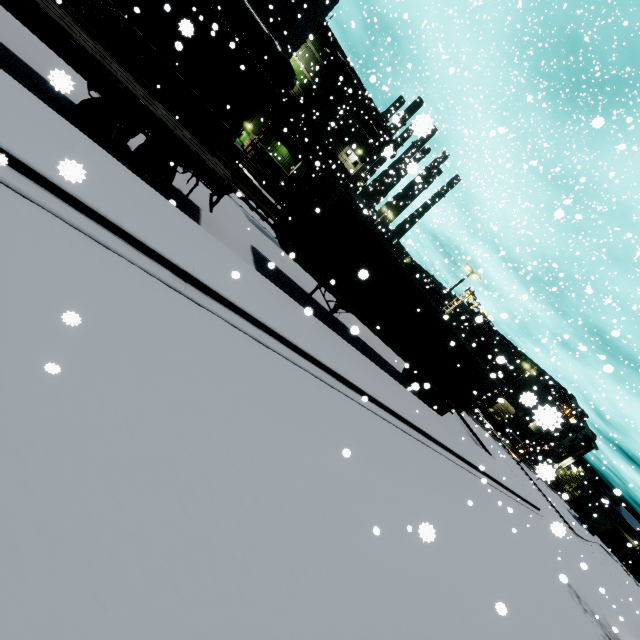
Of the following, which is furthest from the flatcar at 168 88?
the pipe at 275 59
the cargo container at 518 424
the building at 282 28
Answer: the cargo container at 518 424

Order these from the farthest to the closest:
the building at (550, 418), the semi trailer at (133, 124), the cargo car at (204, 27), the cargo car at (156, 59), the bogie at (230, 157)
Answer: the bogie at (230, 157), the cargo car at (204, 27), the cargo car at (156, 59), the semi trailer at (133, 124), the building at (550, 418)

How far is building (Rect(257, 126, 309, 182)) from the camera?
29.2 meters

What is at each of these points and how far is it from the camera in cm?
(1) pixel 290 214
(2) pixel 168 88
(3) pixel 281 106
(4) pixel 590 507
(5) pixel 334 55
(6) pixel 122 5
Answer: (1) semi trailer, 1203
(2) flatcar, 1548
(3) pipe, 3266
(4) semi trailer, 4800
(5) pipe, 3228
(6) cargo car, 1540

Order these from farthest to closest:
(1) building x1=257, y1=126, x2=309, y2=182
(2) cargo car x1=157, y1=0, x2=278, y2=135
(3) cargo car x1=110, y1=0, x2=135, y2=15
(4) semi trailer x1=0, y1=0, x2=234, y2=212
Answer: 1. (1) building x1=257, y1=126, x2=309, y2=182
2. (3) cargo car x1=110, y1=0, x2=135, y2=15
3. (2) cargo car x1=157, y1=0, x2=278, y2=135
4. (4) semi trailer x1=0, y1=0, x2=234, y2=212

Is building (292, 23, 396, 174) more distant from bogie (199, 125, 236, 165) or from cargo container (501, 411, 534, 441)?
bogie (199, 125, 236, 165)

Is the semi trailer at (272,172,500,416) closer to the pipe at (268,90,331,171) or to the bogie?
the pipe at (268,90,331,171)

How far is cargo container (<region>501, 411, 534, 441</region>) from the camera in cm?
4869
